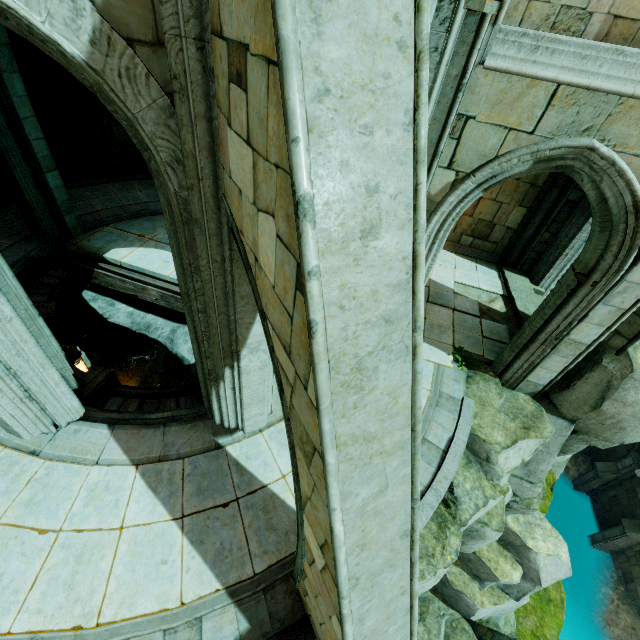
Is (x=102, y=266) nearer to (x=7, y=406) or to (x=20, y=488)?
(x=7, y=406)

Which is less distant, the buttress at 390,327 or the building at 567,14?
the buttress at 390,327

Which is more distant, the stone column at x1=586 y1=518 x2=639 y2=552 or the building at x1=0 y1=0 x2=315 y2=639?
the stone column at x1=586 y1=518 x2=639 y2=552

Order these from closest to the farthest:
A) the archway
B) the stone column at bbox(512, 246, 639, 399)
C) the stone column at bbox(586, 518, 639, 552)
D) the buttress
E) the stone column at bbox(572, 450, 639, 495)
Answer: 1. the buttress
2. the stone column at bbox(512, 246, 639, 399)
3. the archway
4. the stone column at bbox(586, 518, 639, 552)
5. the stone column at bbox(572, 450, 639, 495)

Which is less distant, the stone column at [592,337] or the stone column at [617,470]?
the stone column at [592,337]

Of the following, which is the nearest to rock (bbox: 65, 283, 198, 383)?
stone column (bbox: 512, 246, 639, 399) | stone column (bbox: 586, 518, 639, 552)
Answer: stone column (bbox: 512, 246, 639, 399)

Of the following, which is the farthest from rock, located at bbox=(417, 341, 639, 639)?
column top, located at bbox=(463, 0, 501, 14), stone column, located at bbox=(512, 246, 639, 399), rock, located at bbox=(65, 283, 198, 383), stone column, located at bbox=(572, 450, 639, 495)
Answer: column top, located at bbox=(463, 0, 501, 14)

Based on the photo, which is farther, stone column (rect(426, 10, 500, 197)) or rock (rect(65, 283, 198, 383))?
rock (rect(65, 283, 198, 383))
